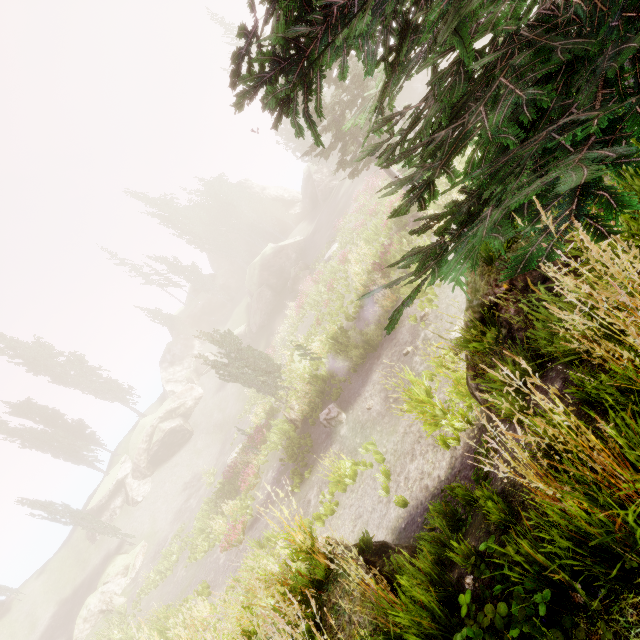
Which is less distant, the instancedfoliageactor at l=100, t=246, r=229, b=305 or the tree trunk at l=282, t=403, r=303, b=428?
the tree trunk at l=282, t=403, r=303, b=428

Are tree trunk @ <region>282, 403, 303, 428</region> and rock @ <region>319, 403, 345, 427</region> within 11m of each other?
yes

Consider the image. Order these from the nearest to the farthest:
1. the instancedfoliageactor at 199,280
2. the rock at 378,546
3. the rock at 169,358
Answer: the rock at 378,546, the rock at 169,358, the instancedfoliageactor at 199,280

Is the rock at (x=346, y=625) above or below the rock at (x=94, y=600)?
above

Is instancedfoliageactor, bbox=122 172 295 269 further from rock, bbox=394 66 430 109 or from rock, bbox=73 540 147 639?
rock, bbox=73 540 147 639

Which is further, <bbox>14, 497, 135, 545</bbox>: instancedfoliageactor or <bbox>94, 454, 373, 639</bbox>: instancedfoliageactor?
<bbox>14, 497, 135, 545</bbox>: instancedfoliageactor

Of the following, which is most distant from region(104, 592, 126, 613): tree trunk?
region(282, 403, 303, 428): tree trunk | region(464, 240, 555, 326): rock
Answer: region(464, 240, 555, 326): rock

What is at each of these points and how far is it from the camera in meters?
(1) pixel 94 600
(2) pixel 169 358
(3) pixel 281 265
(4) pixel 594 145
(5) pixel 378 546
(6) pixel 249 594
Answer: (1) rock, 25.3
(2) rock, 45.6
(3) rock, 40.6
(4) instancedfoliageactor, 1.6
(5) rock, 4.4
(6) instancedfoliageactor, 10.8
